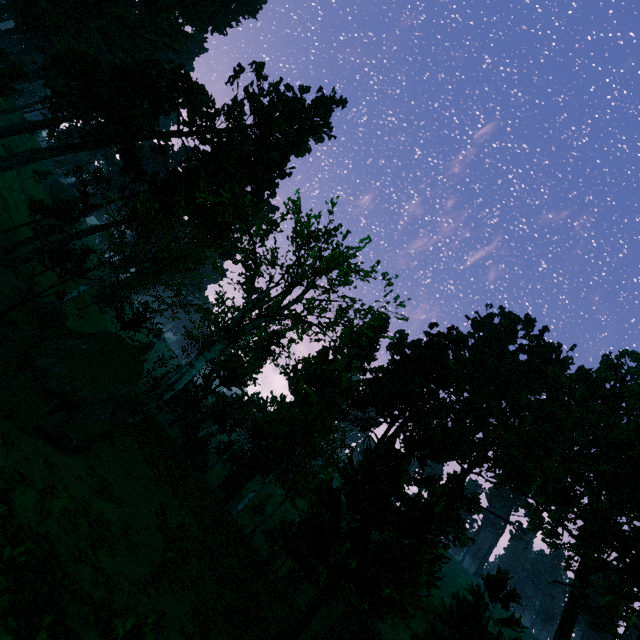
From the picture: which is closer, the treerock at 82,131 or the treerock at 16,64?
the treerock at 82,131

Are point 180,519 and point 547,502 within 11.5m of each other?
no

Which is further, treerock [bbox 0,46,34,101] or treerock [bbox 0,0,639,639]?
treerock [bbox 0,46,34,101]
